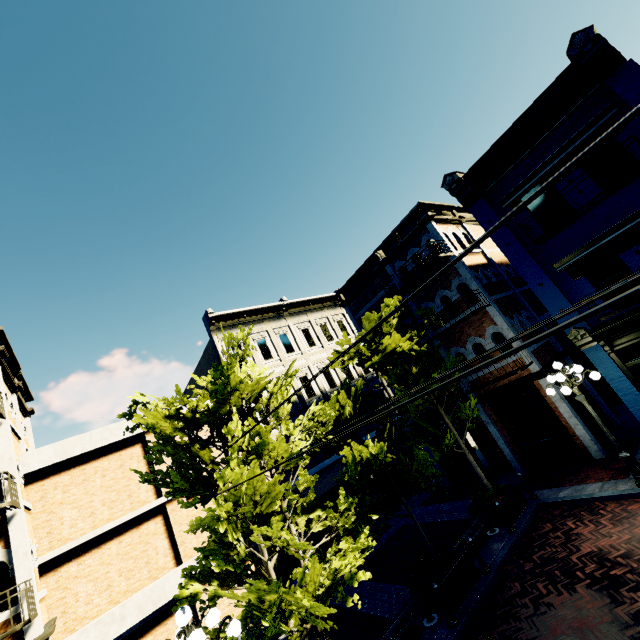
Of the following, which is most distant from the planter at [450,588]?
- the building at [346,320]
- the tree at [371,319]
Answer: the building at [346,320]

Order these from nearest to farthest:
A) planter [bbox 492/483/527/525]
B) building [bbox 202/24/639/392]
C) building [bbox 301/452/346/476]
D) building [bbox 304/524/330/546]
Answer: building [bbox 202/24/639/392] → planter [bbox 492/483/527/525] → building [bbox 304/524/330/546] → building [bbox 301/452/346/476]

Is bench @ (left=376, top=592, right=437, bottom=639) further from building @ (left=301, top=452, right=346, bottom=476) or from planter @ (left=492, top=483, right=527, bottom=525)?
building @ (left=301, top=452, right=346, bottom=476)

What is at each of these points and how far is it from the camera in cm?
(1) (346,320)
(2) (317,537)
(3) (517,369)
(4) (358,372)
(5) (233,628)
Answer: (1) building, 2388
(2) building, 1522
(3) building, 1243
(4) building, 2161
(5) light, 521

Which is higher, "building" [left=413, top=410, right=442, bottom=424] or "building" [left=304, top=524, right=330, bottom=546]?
"building" [left=413, top=410, right=442, bottom=424]

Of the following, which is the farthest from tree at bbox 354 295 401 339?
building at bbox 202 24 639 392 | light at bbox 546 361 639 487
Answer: light at bbox 546 361 639 487

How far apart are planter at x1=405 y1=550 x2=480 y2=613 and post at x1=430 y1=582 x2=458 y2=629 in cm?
16

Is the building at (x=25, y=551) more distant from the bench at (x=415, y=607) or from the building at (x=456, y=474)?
the building at (x=456, y=474)
